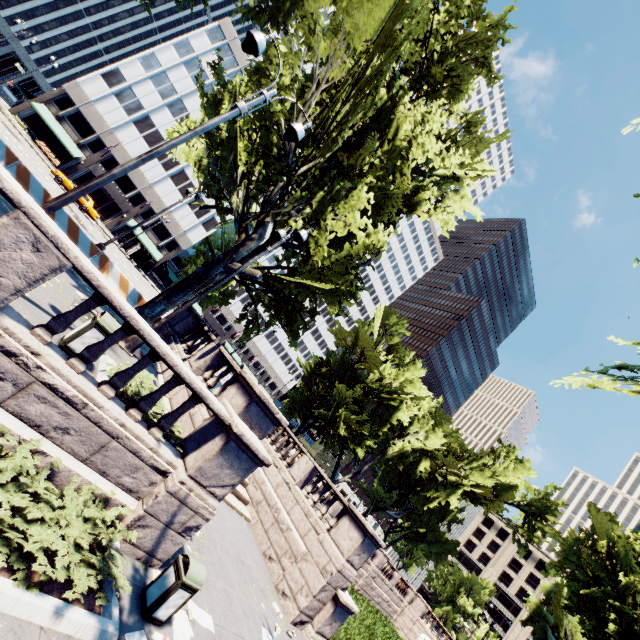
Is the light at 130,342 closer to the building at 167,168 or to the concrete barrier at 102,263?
the concrete barrier at 102,263

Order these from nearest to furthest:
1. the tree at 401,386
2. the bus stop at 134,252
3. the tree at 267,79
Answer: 1. the tree at 267,79
2. the tree at 401,386
3. the bus stop at 134,252

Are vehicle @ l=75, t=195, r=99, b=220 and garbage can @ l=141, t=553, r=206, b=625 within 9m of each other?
no

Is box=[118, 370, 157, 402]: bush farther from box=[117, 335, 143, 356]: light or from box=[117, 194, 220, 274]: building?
box=[117, 194, 220, 274]: building

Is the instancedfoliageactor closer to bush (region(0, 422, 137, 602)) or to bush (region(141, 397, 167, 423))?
bush (region(0, 422, 137, 602))

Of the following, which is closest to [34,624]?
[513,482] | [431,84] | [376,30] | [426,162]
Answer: [376,30]

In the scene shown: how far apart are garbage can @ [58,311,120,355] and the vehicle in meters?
32.7

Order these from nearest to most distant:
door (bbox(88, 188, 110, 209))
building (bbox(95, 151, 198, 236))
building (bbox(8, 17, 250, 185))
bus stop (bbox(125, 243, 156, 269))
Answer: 1. building (bbox(8, 17, 250, 185))
2. bus stop (bbox(125, 243, 156, 269))
3. door (bbox(88, 188, 110, 209))
4. building (bbox(95, 151, 198, 236))
